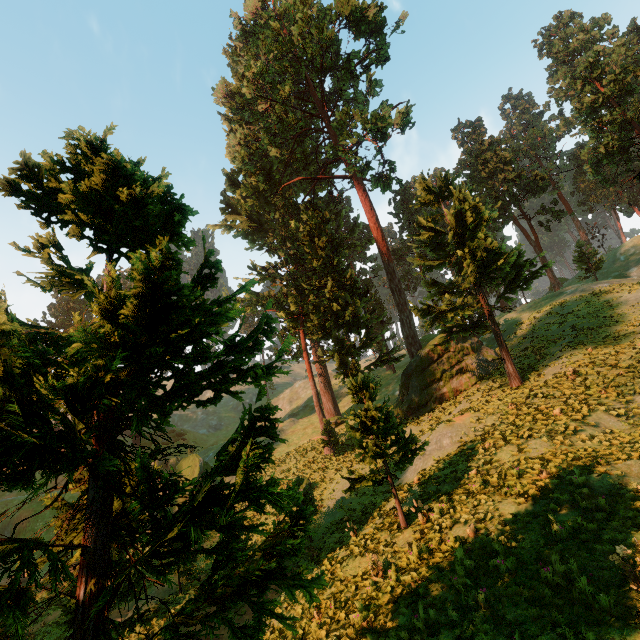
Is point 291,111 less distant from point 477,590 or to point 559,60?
point 559,60

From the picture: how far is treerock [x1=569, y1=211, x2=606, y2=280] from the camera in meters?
37.2 m

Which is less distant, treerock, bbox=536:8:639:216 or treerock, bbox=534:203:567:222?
treerock, bbox=536:8:639:216

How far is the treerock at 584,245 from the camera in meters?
37.2

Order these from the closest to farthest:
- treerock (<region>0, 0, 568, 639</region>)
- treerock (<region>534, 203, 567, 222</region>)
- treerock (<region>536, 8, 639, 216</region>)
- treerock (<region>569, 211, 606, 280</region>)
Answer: treerock (<region>0, 0, 568, 639</region>) < treerock (<region>536, 8, 639, 216</region>) < treerock (<region>569, 211, 606, 280</region>) < treerock (<region>534, 203, 567, 222</region>)

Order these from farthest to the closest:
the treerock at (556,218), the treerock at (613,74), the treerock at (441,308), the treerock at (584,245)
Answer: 1. the treerock at (556,218)
2. the treerock at (584,245)
3. the treerock at (613,74)
4. the treerock at (441,308)
